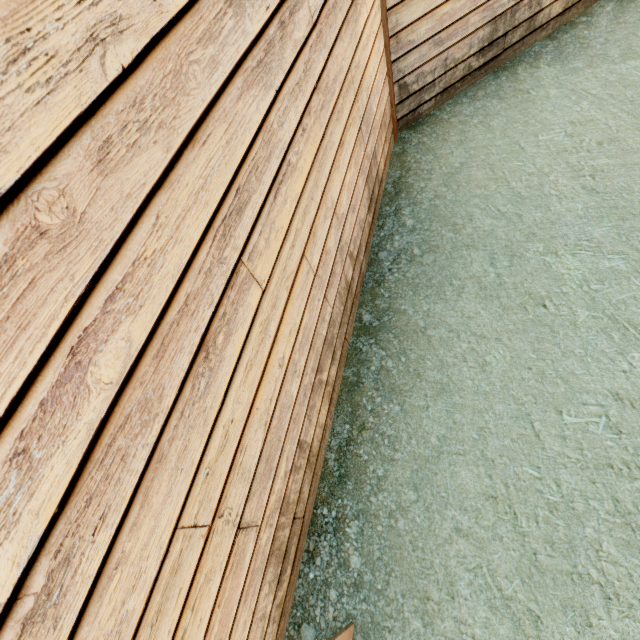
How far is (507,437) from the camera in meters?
2.7 m
